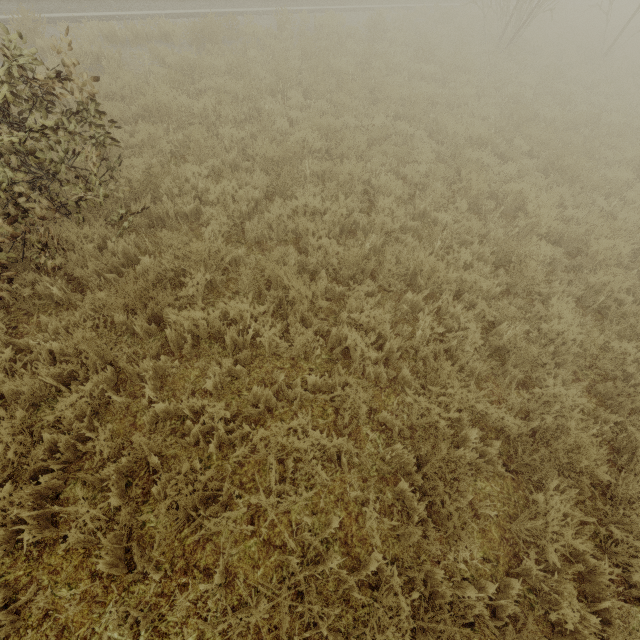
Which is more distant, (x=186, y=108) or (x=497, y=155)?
(x=497, y=155)
